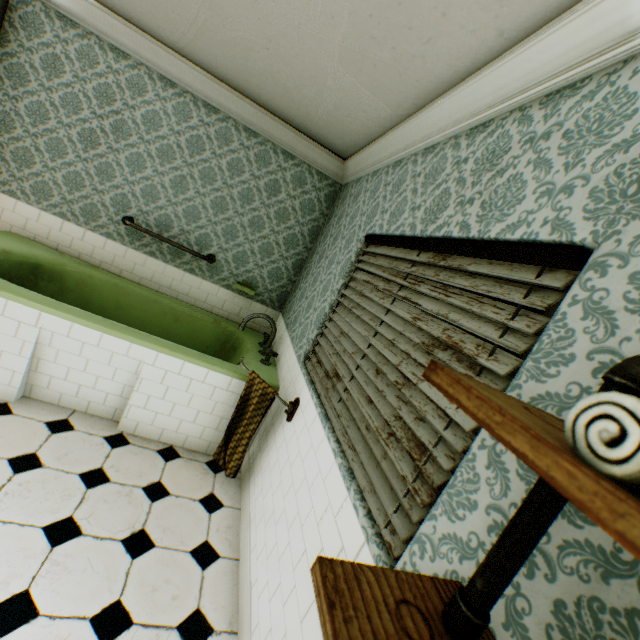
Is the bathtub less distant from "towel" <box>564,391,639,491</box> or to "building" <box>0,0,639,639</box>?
"building" <box>0,0,639,639</box>

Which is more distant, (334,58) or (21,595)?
(334,58)

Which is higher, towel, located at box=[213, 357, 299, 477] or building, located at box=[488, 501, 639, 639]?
building, located at box=[488, 501, 639, 639]

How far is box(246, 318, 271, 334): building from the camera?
4.2 meters

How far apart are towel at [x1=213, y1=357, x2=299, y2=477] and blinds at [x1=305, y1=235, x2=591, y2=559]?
0.17m

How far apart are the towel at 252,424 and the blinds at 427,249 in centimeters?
17cm

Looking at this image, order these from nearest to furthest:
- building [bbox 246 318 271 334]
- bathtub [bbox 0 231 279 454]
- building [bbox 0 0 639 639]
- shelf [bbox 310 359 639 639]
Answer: shelf [bbox 310 359 639 639]
building [bbox 0 0 639 639]
bathtub [bbox 0 231 279 454]
building [bbox 246 318 271 334]

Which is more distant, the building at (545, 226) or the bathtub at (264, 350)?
the bathtub at (264, 350)
